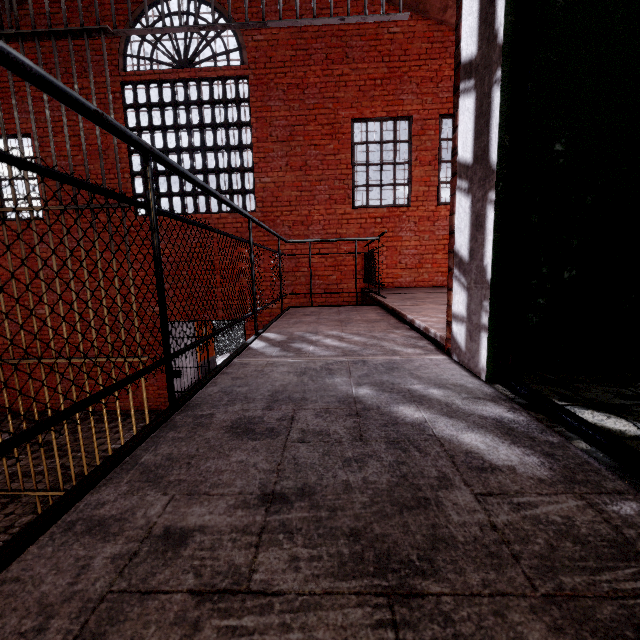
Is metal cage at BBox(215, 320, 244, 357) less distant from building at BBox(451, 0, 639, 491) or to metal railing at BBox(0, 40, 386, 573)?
metal railing at BBox(0, 40, 386, 573)

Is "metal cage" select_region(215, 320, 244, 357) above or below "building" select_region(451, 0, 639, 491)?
below

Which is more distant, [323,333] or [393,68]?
[393,68]

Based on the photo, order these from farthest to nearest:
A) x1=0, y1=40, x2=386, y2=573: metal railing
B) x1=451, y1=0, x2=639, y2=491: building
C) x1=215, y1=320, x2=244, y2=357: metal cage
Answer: x1=215, y1=320, x2=244, y2=357: metal cage
x1=451, y1=0, x2=639, y2=491: building
x1=0, y1=40, x2=386, y2=573: metal railing

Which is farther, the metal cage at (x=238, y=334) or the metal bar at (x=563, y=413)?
the metal cage at (x=238, y=334)

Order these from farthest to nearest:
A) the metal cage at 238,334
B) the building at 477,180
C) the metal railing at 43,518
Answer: the metal cage at 238,334 → the building at 477,180 → the metal railing at 43,518

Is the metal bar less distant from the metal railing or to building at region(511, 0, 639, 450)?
building at region(511, 0, 639, 450)

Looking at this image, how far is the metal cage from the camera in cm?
1449
